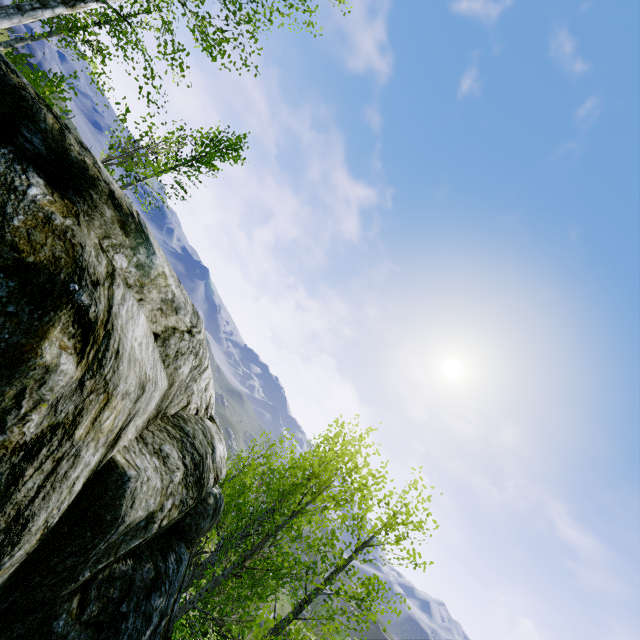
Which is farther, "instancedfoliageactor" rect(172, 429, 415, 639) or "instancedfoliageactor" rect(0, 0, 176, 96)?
"instancedfoliageactor" rect(0, 0, 176, 96)

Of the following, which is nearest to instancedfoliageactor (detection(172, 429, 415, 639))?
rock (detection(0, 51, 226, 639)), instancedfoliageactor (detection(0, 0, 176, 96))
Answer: rock (detection(0, 51, 226, 639))

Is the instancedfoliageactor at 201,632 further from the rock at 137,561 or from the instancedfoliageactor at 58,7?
the instancedfoliageactor at 58,7

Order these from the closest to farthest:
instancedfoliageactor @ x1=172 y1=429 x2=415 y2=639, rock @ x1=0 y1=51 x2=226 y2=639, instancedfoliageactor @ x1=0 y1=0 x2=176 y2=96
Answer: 1. rock @ x1=0 y1=51 x2=226 y2=639
2. instancedfoliageactor @ x1=172 y1=429 x2=415 y2=639
3. instancedfoliageactor @ x1=0 y1=0 x2=176 y2=96

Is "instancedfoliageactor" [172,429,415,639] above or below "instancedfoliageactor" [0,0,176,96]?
below

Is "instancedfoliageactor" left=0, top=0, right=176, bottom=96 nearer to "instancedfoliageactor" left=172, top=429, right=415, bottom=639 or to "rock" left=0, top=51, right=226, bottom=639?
"rock" left=0, top=51, right=226, bottom=639

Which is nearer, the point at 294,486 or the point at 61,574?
the point at 61,574

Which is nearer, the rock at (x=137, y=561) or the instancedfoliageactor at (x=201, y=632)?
the rock at (x=137, y=561)
